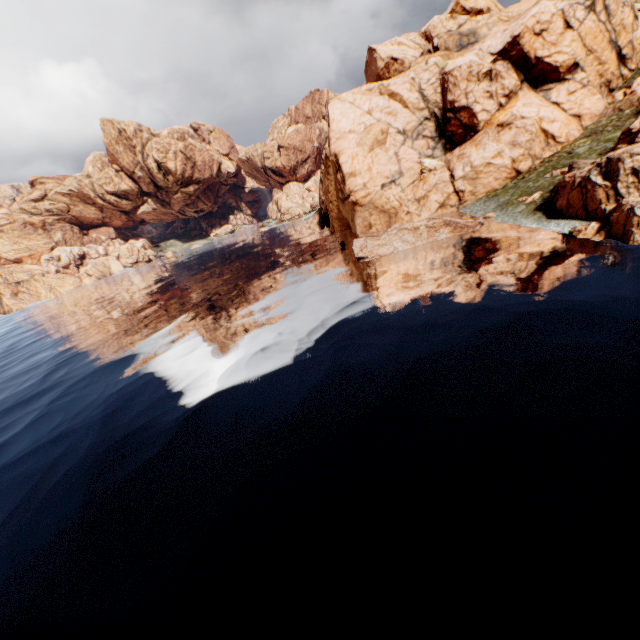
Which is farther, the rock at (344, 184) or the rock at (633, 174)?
the rock at (344, 184)

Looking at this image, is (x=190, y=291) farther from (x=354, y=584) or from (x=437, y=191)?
(x=354, y=584)

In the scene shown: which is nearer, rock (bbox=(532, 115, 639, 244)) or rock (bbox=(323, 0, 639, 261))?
rock (bbox=(532, 115, 639, 244))
